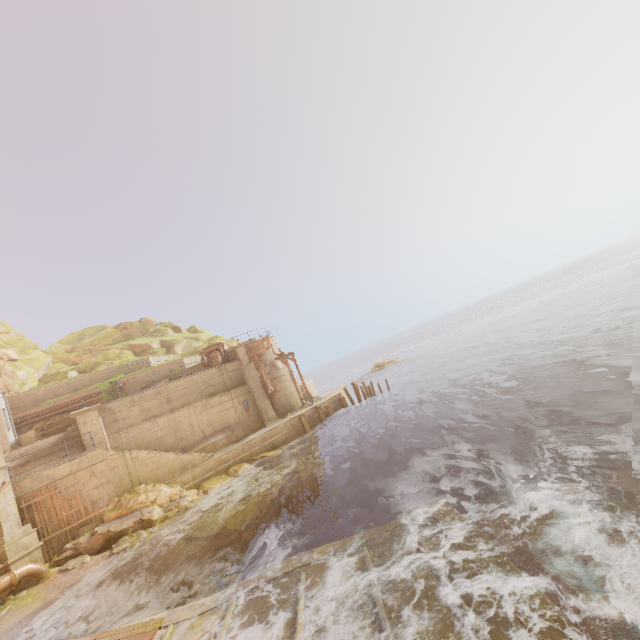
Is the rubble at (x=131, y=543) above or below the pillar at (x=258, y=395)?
below

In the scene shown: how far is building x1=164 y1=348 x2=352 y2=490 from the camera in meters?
20.0

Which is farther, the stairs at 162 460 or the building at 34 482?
the stairs at 162 460

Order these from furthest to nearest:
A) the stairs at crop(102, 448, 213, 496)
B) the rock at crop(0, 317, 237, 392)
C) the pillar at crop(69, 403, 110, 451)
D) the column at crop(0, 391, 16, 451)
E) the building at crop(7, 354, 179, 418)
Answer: the rock at crop(0, 317, 237, 392), the building at crop(7, 354, 179, 418), the column at crop(0, 391, 16, 451), the pillar at crop(69, 403, 110, 451), the stairs at crop(102, 448, 213, 496)

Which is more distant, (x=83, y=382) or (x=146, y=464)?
(x=83, y=382)

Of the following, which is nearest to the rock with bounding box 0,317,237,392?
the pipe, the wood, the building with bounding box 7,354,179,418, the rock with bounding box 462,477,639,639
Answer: the building with bounding box 7,354,179,418

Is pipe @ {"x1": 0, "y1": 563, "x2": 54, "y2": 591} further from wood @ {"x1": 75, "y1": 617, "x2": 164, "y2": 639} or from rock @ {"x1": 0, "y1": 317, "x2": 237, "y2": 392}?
rock @ {"x1": 0, "y1": 317, "x2": 237, "y2": 392}

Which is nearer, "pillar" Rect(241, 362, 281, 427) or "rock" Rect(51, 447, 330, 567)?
"rock" Rect(51, 447, 330, 567)
